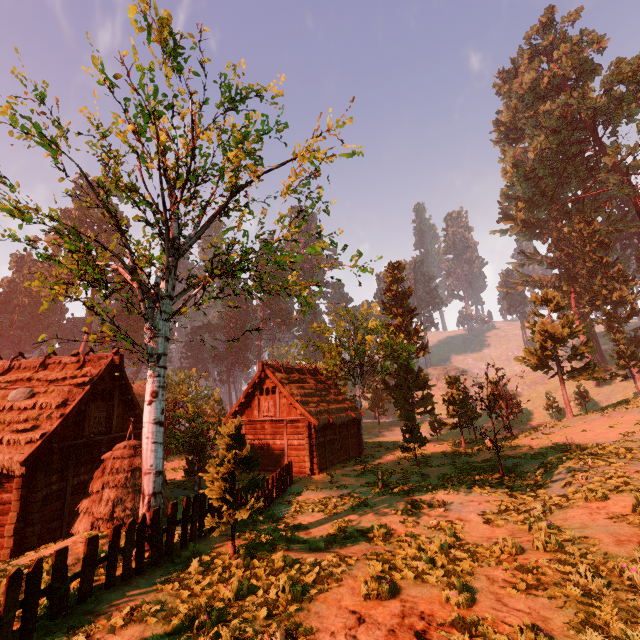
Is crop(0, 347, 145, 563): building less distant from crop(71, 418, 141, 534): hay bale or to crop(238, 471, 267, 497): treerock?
crop(238, 471, 267, 497): treerock

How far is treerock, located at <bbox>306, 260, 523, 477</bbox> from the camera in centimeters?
2270cm

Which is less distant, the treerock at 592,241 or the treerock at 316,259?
the treerock at 316,259

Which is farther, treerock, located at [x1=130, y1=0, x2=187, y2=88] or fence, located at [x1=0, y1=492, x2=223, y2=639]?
treerock, located at [x1=130, y1=0, x2=187, y2=88]

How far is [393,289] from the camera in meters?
43.6

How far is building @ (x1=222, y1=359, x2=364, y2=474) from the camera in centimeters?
2225cm

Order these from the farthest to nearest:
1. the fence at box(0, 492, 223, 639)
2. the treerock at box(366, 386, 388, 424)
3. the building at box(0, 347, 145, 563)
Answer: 1. the treerock at box(366, 386, 388, 424)
2. the building at box(0, 347, 145, 563)
3. the fence at box(0, 492, 223, 639)

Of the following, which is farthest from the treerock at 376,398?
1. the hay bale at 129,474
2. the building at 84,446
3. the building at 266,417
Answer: the hay bale at 129,474
